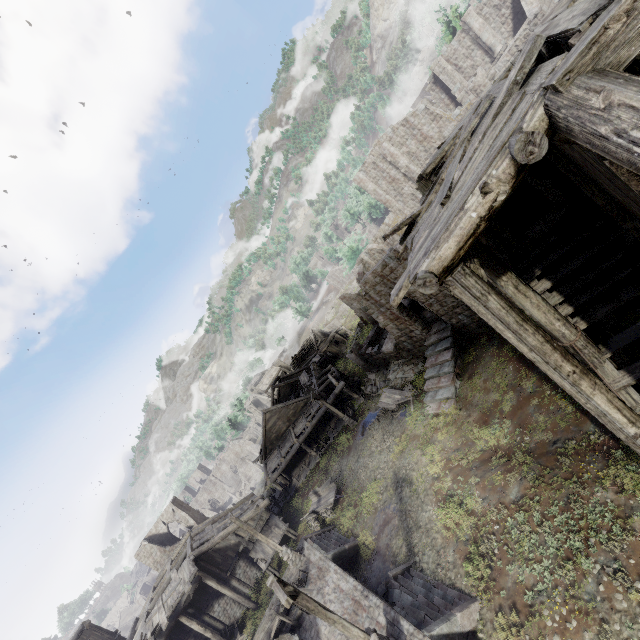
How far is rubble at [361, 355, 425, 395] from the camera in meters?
24.3 m

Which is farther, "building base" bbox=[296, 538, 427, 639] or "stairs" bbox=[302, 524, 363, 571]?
"stairs" bbox=[302, 524, 363, 571]

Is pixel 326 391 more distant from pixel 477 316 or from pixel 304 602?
pixel 304 602

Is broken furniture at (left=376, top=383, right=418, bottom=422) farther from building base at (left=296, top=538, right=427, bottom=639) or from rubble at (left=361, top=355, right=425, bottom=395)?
building base at (left=296, top=538, right=427, bottom=639)

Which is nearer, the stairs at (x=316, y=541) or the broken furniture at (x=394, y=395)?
the stairs at (x=316, y=541)

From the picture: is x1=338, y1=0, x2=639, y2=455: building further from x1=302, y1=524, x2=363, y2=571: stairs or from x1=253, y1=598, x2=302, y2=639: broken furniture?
x1=253, y1=598, x2=302, y2=639: broken furniture

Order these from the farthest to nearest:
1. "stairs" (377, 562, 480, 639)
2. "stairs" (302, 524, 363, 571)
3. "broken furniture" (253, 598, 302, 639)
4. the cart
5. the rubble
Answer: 1. the rubble
2. the cart
3. "stairs" (302, 524, 363, 571)
4. "broken furniture" (253, 598, 302, 639)
5. "stairs" (377, 562, 480, 639)

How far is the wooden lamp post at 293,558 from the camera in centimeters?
1792cm
